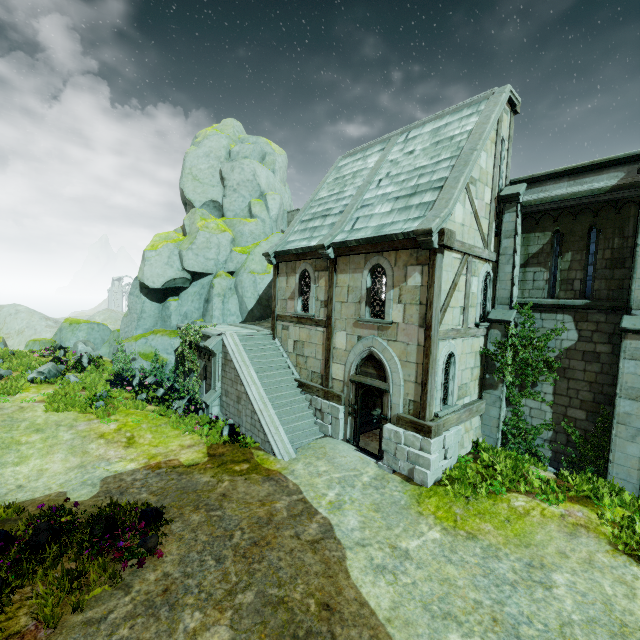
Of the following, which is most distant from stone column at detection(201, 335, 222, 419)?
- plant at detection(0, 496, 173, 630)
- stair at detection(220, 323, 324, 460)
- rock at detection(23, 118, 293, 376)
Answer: plant at detection(0, 496, 173, 630)

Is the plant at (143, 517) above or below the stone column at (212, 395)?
below

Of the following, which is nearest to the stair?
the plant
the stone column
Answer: the stone column

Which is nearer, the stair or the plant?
the plant

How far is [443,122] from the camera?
12.9 meters

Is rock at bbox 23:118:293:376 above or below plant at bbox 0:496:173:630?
above

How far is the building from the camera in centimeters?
975cm

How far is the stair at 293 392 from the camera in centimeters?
1171cm
